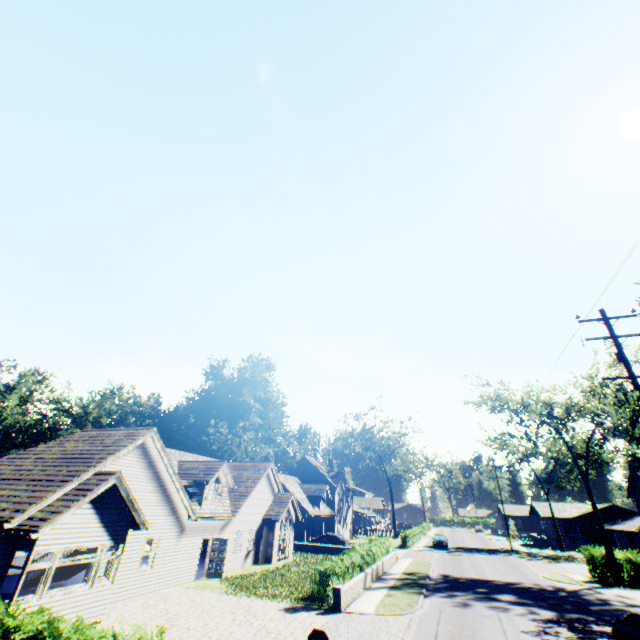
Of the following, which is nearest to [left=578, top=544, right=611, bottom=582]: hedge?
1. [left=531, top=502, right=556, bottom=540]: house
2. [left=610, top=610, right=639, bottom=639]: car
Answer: [left=531, top=502, right=556, bottom=540]: house

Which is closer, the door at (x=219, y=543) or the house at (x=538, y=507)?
the door at (x=219, y=543)

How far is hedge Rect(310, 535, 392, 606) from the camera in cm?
1639

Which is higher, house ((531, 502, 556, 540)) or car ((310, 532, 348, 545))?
house ((531, 502, 556, 540))

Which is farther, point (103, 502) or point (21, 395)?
point (21, 395)

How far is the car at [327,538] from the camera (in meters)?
36.97

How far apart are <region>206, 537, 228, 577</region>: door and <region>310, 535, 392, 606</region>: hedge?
7.55m

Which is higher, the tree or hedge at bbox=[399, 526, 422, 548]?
the tree
